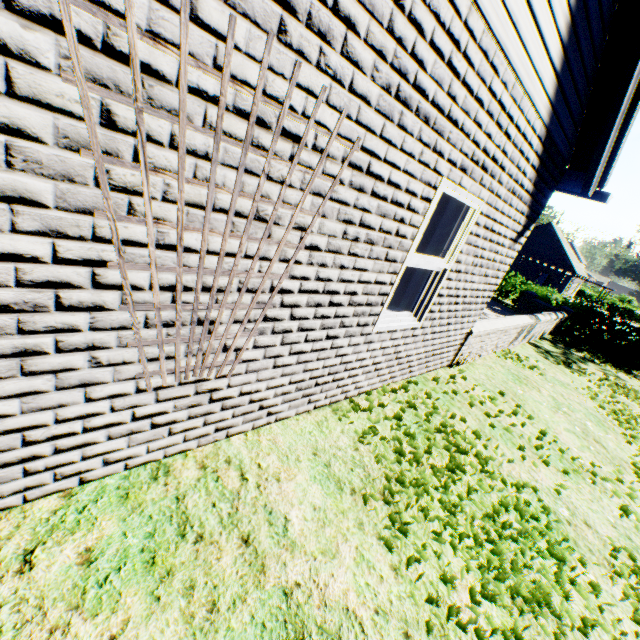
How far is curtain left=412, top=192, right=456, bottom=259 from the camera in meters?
3.6

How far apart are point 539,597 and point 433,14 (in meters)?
4.11

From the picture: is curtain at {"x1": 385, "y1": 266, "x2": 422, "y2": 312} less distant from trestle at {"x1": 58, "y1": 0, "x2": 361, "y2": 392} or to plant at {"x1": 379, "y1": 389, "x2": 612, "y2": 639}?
trestle at {"x1": 58, "y1": 0, "x2": 361, "y2": 392}

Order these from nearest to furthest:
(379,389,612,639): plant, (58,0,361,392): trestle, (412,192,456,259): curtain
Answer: (58,0,361,392): trestle → (379,389,612,639): plant → (412,192,456,259): curtain

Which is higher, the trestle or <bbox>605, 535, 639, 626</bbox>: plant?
the trestle

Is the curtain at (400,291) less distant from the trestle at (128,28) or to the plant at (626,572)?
the trestle at (128,28)

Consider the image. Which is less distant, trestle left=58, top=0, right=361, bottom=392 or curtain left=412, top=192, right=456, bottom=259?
trestle left=58, top=0, right=361, bottom=392
